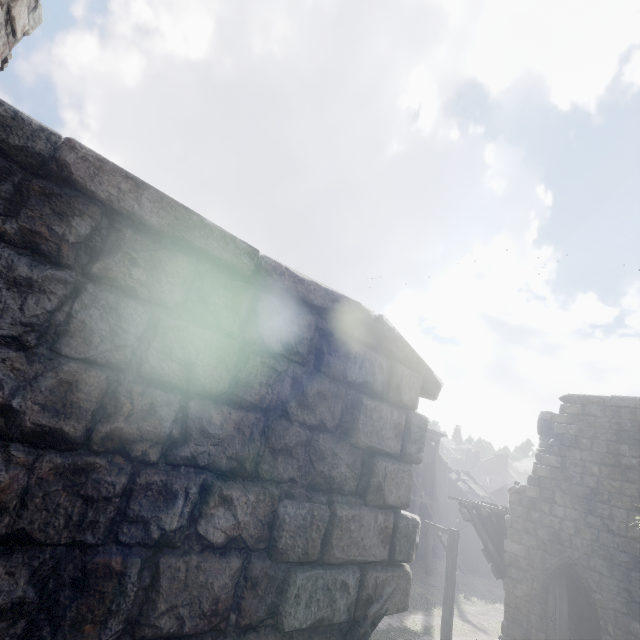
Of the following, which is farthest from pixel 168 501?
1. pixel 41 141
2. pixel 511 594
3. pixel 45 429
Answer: pixel 511 594

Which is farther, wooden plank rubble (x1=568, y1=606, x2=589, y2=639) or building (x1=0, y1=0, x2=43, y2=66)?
wooden plank rubble (x1=568, y1=606, x2=589, y2=639)

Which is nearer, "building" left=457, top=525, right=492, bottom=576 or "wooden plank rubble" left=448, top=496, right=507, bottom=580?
"wooden plank rubble" left=448, top=496, right=507, bottom=580

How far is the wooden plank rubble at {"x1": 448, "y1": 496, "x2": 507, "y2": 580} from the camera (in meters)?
12.51

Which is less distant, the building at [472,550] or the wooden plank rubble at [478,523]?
the wooden plank rubble at [478,523]

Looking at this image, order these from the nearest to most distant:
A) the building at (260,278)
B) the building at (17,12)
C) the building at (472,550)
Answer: the building at (260,278), the building at (17,12), the building at (472,550)

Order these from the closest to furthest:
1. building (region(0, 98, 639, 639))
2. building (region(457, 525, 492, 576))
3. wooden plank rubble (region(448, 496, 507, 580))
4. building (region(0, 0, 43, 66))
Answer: building (region(0, 98, 639, 639)), building (region(0, 0, 43, 66)), wooden plank rubble (region(448, 496, 507, 580)), building (region(457, 525, 492, 576))

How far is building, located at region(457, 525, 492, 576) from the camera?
28.7m
